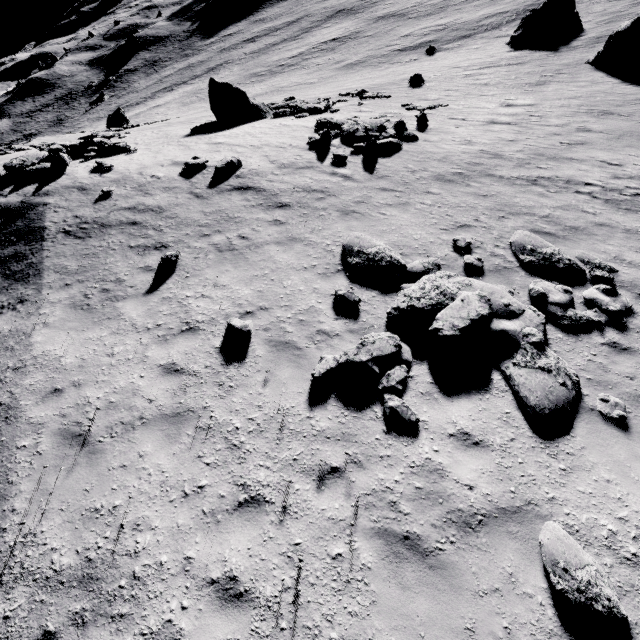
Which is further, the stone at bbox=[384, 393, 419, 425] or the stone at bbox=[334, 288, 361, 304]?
the stone at bbox=[334, 288, 361, 304]

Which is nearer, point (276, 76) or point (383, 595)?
point (383, 595)

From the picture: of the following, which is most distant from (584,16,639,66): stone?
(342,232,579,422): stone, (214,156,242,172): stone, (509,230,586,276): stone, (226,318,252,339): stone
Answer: (226,318,252,339): stone

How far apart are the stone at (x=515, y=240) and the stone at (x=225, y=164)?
10.7 meters

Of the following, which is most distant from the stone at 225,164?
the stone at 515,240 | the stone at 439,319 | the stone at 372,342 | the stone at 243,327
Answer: the stone at 515,240

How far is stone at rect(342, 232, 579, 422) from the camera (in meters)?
6.01

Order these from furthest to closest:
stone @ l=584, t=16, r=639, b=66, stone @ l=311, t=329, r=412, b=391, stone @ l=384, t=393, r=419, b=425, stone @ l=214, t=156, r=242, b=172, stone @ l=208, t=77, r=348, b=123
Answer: stone @ l=208, t=77, r=348, b=123 < stone @ l=584, t=16, r=639, b=66 < stone @ l=214, t=156, r=242, b=172 < stone @ l=311, t=329, r=412, b=391 < stone @ l=384, t=393, r=419, b=425

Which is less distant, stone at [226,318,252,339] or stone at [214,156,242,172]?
stone at [226,318,252,339]
